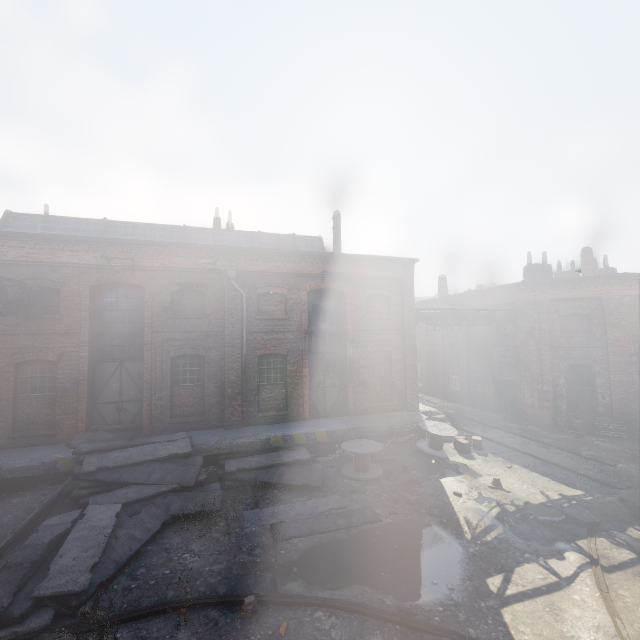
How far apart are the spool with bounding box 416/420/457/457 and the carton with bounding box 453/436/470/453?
0.18m

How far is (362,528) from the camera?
8.46m

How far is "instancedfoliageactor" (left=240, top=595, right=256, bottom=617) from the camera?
5.8 meters

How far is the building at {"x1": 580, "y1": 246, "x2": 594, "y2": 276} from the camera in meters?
20.5

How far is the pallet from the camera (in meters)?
15.26

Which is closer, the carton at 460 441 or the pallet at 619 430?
the carton at 460 441

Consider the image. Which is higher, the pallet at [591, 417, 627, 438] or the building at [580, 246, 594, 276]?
the building at [580, 246, 594, 276]

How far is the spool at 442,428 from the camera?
13.0 meters
